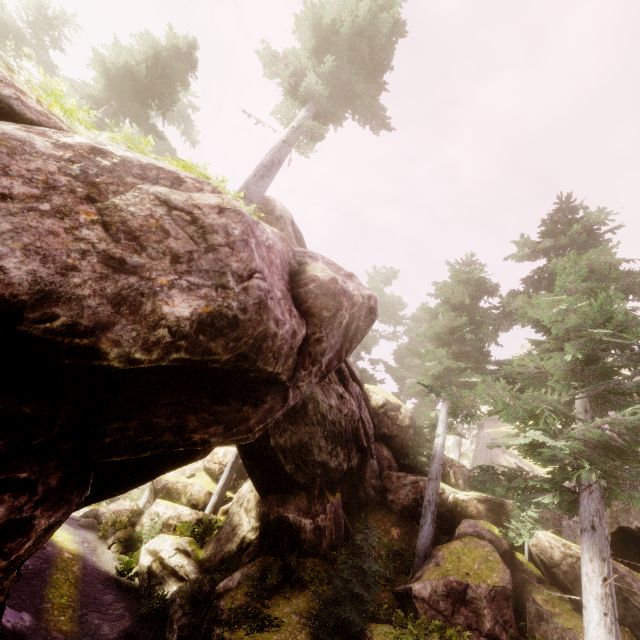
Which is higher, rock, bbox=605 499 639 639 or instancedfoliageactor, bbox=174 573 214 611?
rock, bbox=605 499 639 639

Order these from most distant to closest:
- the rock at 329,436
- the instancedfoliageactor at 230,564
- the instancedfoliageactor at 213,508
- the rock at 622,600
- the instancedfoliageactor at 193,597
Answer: the instancedfoliageactor at 213,508
the instancedfoliageactor at 230,564
the instancedfoliageactor at 193,597
the rock at 622,600
the rock at 329,436

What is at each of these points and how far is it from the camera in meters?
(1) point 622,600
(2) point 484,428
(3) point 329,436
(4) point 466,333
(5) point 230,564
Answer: (1) rock, 9.2 m
(2) rock, 33.5 m
(3) rock, 13.4 m
(4) instancedfoliageactor, 16.4 m
(5) instancedfoliageactor, 13.4 m

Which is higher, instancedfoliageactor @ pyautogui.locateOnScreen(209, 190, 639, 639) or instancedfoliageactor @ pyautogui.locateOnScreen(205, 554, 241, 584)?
instancedfoliageactor @ pyautogui.locateOnScreen(209, 190, 639, 639)

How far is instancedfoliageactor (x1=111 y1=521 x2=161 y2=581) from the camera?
15.4m

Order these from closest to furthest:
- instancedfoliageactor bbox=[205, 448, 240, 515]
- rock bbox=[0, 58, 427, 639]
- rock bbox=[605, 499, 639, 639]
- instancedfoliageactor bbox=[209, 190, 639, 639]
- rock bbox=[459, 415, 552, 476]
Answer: rock bbox=[0, 58, 427, 639], instancedfoliageactor bbox=[209, 190, 639, 639], rock bbox=[605, 499, 639, 639], instancedfoliageactor bbox=[205, 448, 240, 515], rock bbox=[459, 415, 552, 476]

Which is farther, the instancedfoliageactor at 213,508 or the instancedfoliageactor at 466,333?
the instancedfoliageactor at 213,508

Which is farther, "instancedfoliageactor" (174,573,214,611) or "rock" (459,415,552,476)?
"rock" (459,415,552,476)
